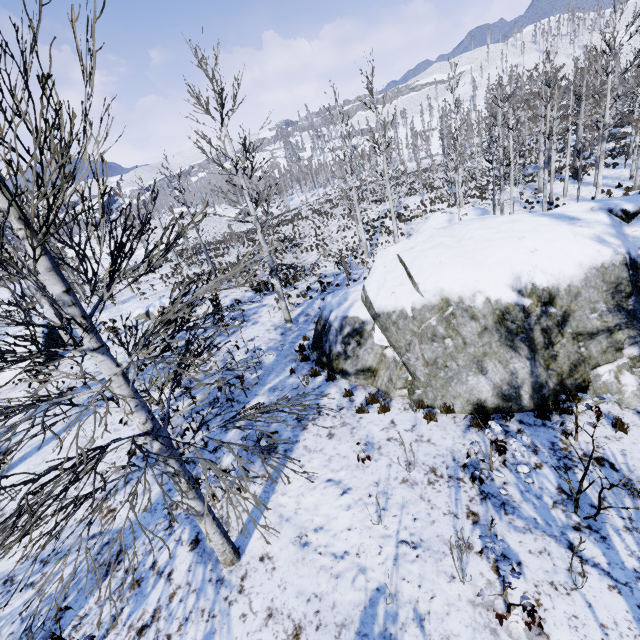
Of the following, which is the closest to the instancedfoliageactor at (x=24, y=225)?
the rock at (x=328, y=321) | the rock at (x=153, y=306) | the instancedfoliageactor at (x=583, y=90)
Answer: the rock at (x=328, y=321)

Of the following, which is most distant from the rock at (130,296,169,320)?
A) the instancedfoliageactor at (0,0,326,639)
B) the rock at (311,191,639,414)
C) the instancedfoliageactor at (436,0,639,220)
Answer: the instancedfoliageactor at (436,0,639,220)

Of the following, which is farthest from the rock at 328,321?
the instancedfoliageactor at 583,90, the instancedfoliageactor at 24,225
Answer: the instancedfoliageactor at 583,90

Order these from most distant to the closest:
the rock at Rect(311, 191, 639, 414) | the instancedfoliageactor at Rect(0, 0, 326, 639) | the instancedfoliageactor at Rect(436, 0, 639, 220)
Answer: the instancedfoliageactor at Rect(436, 0, 639, 220), the rock at Rect(311, 191, 639, 414), the instancedfoliageactor at Rect(0, 0, 326, 639)

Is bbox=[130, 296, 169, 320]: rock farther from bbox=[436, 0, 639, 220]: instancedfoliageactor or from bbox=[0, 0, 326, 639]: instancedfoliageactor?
bbox=[436, 0, 639, 220]: instancedfoliageactor

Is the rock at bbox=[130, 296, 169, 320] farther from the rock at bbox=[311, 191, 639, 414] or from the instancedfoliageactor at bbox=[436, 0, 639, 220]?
the instancedfoliageactor at bbox=[436, 0, 639, 220]

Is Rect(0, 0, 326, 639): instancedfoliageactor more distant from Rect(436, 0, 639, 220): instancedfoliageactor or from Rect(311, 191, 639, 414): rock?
Rect(436, 0, 639, 220): instancedfoliageactor

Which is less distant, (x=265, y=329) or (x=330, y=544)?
(x=330, y=544)
